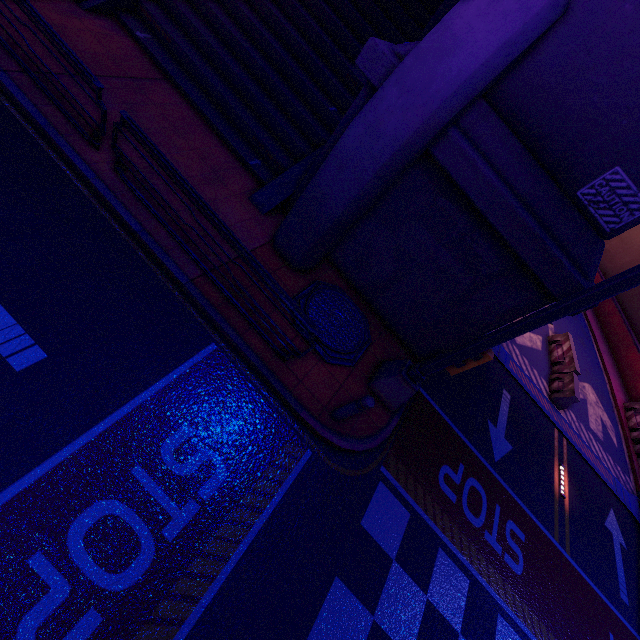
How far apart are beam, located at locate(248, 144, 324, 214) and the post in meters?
4.8 m

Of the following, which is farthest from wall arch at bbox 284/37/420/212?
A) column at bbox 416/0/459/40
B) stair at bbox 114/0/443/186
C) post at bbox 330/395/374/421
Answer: post at bbox 330/395/374/421

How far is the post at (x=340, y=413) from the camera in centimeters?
548cm

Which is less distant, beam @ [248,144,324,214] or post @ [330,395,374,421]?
post @ [330,395,374,421]

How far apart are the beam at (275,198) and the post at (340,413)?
4.8 meters

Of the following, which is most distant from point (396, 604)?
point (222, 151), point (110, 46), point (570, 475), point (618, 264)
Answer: point (618, 264)

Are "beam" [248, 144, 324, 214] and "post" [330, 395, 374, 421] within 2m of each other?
no

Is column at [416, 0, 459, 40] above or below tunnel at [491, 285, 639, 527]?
above
